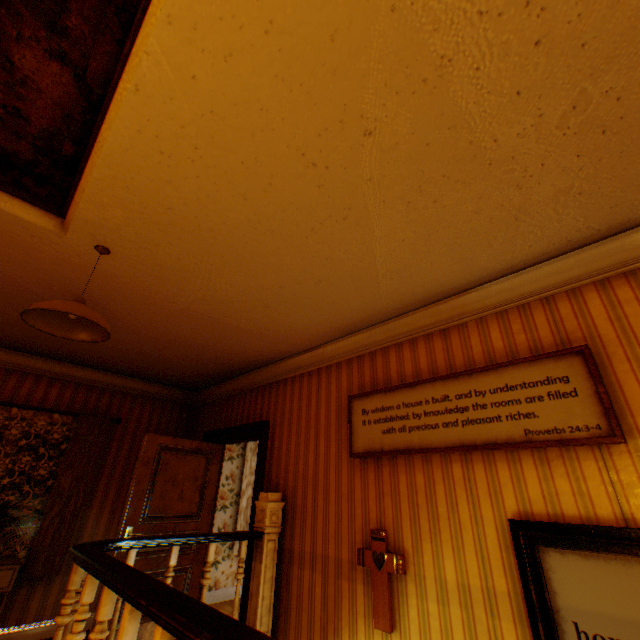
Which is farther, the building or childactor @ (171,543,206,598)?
childactor @ (171,543,206,598)

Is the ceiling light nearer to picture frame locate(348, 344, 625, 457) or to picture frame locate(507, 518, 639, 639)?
picture frame locate(348, 344, 625, 457)

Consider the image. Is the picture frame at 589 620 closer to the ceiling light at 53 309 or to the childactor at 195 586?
the ceiling light at 53 309

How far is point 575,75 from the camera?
1.34m

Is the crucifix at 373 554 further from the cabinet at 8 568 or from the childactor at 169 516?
the cabinet at 8 568

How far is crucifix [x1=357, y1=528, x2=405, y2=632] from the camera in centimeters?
239cm

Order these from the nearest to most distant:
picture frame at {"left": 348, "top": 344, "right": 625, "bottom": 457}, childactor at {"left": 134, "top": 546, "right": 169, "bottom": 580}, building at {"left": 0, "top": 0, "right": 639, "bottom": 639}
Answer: building at {"left": 0, "top": 0, "right": 639, "bottom": 639}, picture frame at {"left": 348, "top": 344, "right": 625, "bottom": 457}, childactor at {"left": 134, "top": 546, "right": 169, "bottom": 580}

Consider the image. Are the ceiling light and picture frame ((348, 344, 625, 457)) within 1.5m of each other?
no
